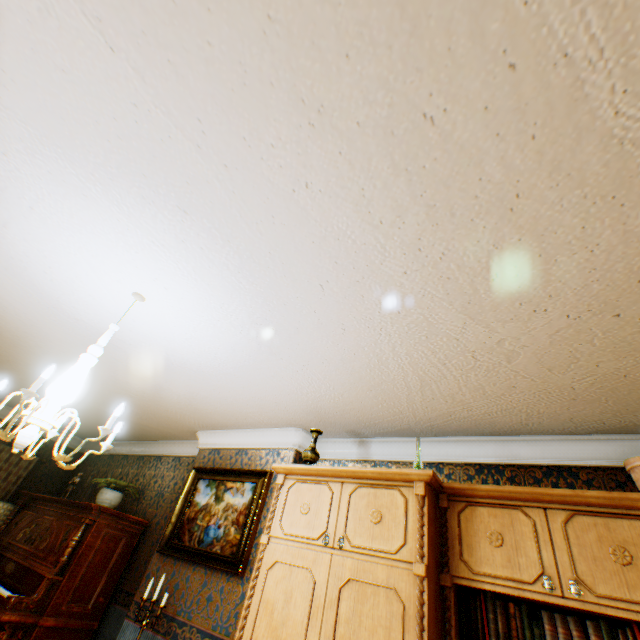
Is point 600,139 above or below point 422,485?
above

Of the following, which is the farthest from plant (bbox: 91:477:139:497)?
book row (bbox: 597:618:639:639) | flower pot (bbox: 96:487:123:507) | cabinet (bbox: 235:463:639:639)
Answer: book row (bbox: 597:618:639:639)

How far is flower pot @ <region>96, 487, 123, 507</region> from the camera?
4.6 meters

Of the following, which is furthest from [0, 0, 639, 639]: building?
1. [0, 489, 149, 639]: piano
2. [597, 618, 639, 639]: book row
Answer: [597, 618, 639, 639]: book row

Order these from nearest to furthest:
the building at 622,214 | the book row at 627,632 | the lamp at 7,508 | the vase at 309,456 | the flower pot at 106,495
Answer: the building at 622,214, the book row at 627,632, the vase at 309,456, the flower pot at 106,495, the lamp at 7,508

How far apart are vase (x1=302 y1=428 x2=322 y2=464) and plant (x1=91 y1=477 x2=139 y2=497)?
3.37m

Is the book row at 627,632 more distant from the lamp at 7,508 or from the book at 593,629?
the lamp at 7,508

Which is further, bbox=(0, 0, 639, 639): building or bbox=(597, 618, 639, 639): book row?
bbox=(597, 618, 639, 639): book row
